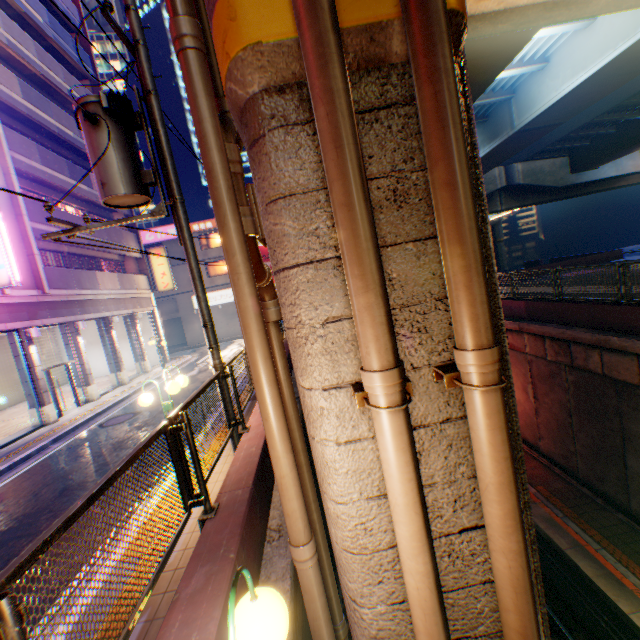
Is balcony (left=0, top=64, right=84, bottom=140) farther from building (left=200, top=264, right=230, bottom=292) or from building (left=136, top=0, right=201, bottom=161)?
building (left=136, top=0, right=201, bottom=161)

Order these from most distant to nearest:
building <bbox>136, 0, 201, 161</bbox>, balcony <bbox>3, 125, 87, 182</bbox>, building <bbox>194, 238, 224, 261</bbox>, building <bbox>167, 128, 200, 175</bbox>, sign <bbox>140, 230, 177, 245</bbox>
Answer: building <bbox>167, 128, 200, 175</bbox>
building <bbox>136, 0, 201, 161</bbox>
building <bbox>194, 238, 224, 261</bbox>
sign <bbox>140, 230, 177, 245</bbox>
balcony <bbox>3, 125, 87, 182</bbox>

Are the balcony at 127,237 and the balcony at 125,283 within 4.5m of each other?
yes

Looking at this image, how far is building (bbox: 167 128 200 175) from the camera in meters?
59.4 m

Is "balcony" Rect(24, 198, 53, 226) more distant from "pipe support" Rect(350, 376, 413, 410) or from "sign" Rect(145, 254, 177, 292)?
"pipe support" Rect(350, 376, 413, 410)

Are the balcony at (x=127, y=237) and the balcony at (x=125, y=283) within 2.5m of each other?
yes

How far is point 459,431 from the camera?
2.11m

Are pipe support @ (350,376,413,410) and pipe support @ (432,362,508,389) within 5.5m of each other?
yes
